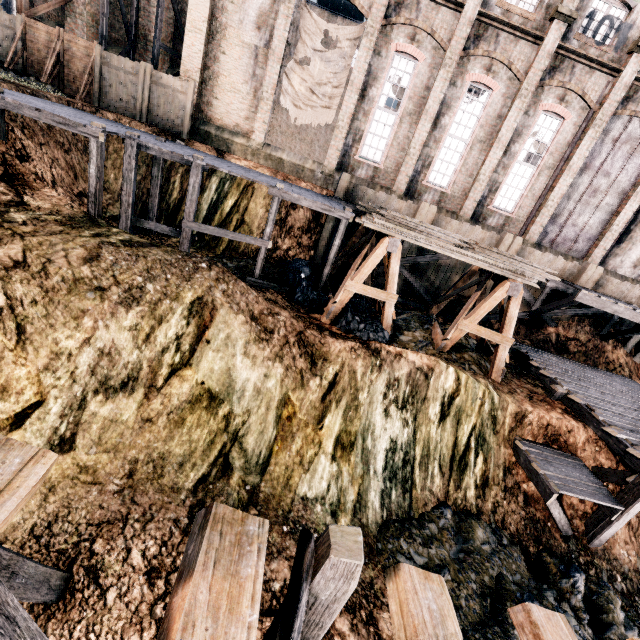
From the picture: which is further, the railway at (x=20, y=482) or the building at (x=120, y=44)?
the building at (x=120, y=44)

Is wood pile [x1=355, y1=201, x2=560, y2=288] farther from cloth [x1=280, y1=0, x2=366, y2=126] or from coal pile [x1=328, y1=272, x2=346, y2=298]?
cloth [x1=280, y1=0, x2=366, y2=126]

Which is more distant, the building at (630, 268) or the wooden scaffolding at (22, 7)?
the building at (630, 268)

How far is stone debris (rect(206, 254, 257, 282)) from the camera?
14.48m

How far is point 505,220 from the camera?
20.5 meters

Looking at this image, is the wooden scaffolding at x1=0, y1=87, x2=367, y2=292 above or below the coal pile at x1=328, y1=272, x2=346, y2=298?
above

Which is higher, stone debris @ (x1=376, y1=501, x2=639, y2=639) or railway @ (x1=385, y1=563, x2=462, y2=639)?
railway @ (x1=385, y1=563, x2=462, y2=639)

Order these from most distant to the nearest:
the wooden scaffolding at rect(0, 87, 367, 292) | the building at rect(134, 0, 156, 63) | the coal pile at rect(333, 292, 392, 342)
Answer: the building at rect(134, 0, 156, 63)
the coal pile at rect(333, 292, 392, 342)
the wooden scaffolding at rect(0, 87, 367, 292)
